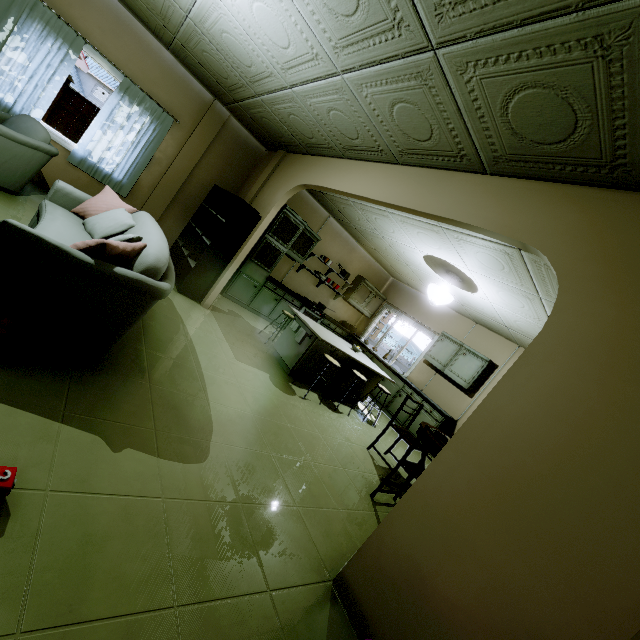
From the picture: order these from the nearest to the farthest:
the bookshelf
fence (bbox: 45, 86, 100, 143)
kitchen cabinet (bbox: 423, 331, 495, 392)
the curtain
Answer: the curtain < the bookshelf < kitchen cabinet (bbox: 423, 331, 495, 392) < fence (bbox: 45, 86, 100, 143)

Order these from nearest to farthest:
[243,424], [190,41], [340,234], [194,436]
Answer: [194,436], [243,424], [190,41], [340,234]

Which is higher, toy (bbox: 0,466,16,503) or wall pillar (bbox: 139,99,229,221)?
wall pillar (bbox: 139,99,229,221)

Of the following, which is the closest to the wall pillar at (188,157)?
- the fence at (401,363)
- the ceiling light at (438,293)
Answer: the ceiling light at (438,293)

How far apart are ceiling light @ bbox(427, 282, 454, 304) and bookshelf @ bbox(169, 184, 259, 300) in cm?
290

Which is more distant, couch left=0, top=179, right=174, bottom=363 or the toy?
couch left=0, top=179, right=174, bottom=363

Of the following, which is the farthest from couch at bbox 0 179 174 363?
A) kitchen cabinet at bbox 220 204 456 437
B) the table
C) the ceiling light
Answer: the ceiling light

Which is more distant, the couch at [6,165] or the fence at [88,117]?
the fence at [88,117]
